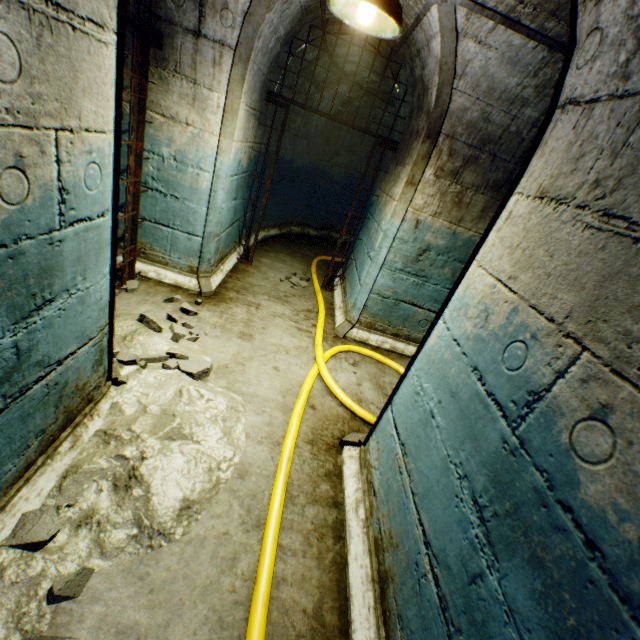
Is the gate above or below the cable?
above

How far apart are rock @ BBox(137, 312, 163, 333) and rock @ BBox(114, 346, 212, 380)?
0.2 meters

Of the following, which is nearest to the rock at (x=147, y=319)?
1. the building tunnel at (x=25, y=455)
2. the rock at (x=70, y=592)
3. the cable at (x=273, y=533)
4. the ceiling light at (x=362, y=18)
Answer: the building tunnel at (x=25, y=455)

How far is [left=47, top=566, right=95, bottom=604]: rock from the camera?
1.2m

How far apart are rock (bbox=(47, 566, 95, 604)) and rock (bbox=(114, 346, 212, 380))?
1.1 meters

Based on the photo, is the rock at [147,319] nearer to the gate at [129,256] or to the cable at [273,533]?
the gate at [129,256]

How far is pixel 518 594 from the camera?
0.9 meters

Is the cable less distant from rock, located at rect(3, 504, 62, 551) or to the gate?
rock, located at rect(3, 504, 62, 551)
